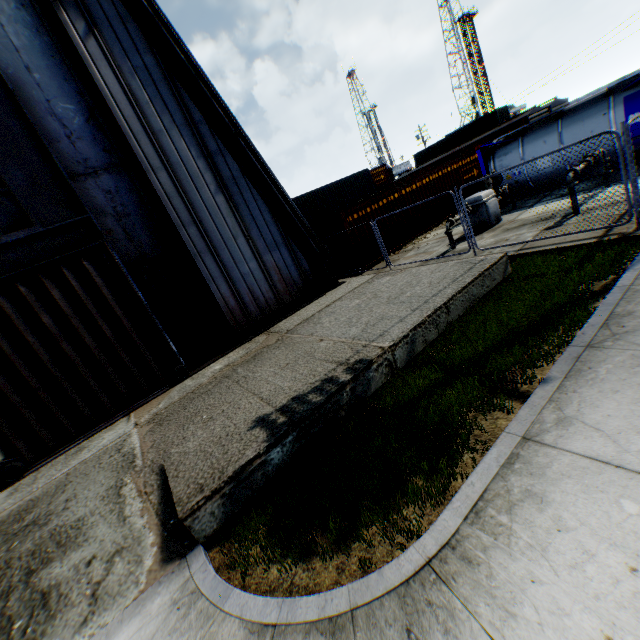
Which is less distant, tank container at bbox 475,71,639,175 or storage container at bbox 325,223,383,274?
tank container at bbox 475,71,639,175

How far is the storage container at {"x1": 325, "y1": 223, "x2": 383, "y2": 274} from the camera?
15.0m

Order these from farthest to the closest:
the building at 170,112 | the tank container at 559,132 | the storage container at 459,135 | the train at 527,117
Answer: the storage container at 459,135, the train at 527,117, the tank container at 559,132, the building at 170,112

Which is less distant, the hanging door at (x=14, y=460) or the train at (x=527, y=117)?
the hanging door at (x=14, y=460)

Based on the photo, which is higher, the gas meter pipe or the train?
the train

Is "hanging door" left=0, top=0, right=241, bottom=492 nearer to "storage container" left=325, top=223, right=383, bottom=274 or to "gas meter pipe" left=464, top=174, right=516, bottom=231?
"storage container" left=325, top=223, right=383, bottom=274

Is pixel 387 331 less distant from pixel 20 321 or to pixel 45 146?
pixel 20 321

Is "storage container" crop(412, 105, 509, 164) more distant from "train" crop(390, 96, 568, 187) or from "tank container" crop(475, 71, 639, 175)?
"tank container" crop(475, 71, 639, 175)
